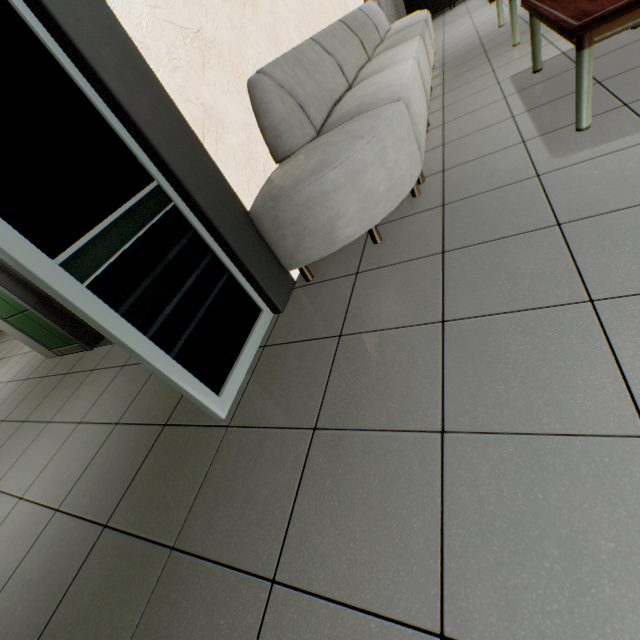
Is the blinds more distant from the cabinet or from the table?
the table

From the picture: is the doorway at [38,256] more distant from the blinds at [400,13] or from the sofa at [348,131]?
the blinds at [400,13]

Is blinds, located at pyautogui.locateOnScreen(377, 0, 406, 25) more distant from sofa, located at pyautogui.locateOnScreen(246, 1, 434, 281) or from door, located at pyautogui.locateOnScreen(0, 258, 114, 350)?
door, located at pyautogui.locateOnScreen(0, 258, 114, 350)

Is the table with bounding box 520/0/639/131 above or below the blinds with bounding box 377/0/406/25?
below

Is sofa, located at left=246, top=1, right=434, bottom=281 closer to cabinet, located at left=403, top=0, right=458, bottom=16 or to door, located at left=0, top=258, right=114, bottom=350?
door, located at left=0, top=258, right=114, bottom=350

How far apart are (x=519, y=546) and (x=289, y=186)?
1.7 meters

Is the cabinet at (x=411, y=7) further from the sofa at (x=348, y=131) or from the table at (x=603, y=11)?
the table at (x=603, y=11)

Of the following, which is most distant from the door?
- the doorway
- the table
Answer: the table
